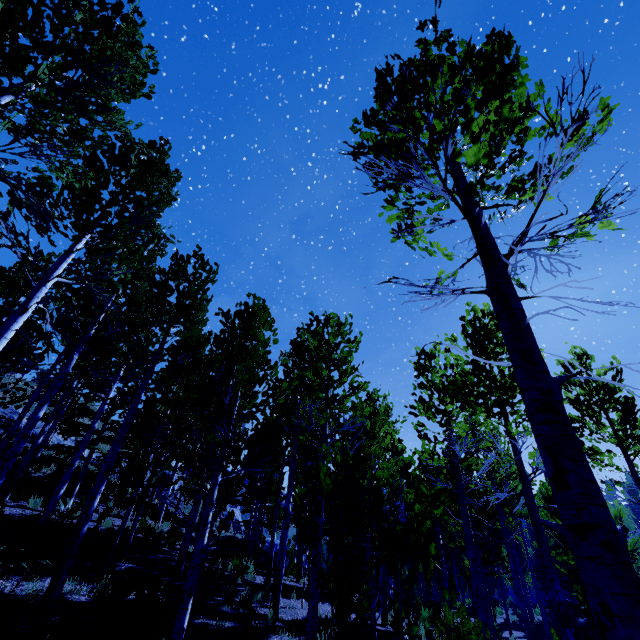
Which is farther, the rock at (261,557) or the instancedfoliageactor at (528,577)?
the rock at (261,557)

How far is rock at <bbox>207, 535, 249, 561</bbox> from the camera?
14.97m

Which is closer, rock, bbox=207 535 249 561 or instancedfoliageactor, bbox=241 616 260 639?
instancedfoliageactor, bbox=241 616 260 639

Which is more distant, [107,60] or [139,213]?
[139,213]

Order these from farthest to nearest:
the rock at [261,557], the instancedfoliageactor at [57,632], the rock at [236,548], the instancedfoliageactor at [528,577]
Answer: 1. the rock at [261,557]
2. the rock at [236,548]
3. the instancedfoliageactor at [57,632]
4. the instancedfoliageactor at [528,577]

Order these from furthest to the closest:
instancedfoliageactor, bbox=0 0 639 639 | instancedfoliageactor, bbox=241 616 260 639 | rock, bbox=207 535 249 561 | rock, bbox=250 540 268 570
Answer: rock, bbox=250 540 268 570 < rock, bbox=207 535 249 561 < instancedfoliageactor, bbox=241 616 260 639 < instancedfoliageactor, bbox=0 0 639 639

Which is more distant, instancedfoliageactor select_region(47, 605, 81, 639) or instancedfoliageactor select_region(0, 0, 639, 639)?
instancedfoliageactor select_region(47, 605, 81, 639)
